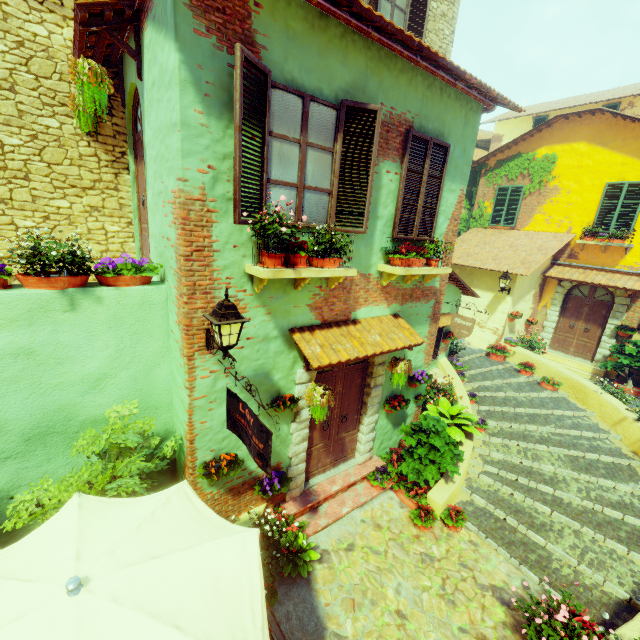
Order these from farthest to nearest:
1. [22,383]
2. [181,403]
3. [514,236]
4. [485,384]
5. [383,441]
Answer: [514,236] → [485,384] → [383,441] → [181,403] → [22,383]

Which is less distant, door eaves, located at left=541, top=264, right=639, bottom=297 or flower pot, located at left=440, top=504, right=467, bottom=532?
flower pot, located at left=440, top=504, right=467, bottom=532

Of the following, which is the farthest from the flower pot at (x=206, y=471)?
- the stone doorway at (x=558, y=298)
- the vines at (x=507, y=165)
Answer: the stone doorway at (x=558, y=298)

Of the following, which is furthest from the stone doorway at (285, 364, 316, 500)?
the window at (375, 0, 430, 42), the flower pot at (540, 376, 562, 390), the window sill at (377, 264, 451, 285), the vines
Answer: the window at (375, 0, 430, 42)

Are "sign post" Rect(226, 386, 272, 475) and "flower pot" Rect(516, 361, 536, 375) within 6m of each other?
no

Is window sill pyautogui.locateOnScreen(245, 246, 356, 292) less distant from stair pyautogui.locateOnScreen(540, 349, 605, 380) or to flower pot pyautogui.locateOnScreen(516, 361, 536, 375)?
stair pyautogui.locateOnScreen(540, 349, 605, 380)

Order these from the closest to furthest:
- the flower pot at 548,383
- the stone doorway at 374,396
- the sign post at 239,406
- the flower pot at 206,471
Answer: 1. the sign post at 239,406
2. the flower pot at 206,471
3. the stone doorway at 374,396
4. the flower pot at 548,383

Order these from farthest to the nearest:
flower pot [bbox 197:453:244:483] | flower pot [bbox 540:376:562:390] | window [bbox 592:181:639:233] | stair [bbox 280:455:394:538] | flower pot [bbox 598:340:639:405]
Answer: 1. window [bbox 592:181:639:233]
2. flower pot [bbox 540:376:562:390]
3. flower pot [bbox 598:340:639:405]
4. stair [bbox 280:455:394:538]
5. flower pot [bbox 197:453:244:483]
